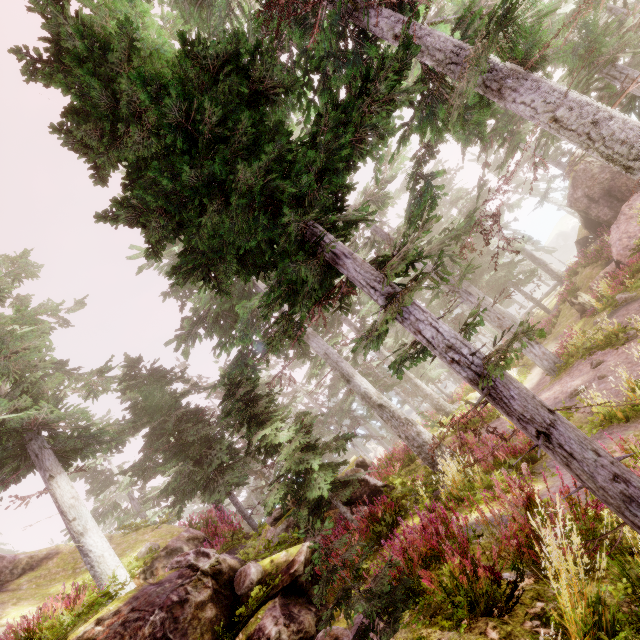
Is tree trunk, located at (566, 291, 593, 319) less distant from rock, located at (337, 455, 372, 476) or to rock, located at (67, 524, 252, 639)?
rock, located at (337, 455, 372, 476)

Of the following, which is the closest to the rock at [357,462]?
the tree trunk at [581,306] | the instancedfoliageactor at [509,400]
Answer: the instancedfoliageactor at [509,400]

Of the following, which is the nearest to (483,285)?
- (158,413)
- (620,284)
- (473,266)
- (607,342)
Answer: (620,284)

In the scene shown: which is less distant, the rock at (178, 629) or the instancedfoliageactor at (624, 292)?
the rock at (178, 629)

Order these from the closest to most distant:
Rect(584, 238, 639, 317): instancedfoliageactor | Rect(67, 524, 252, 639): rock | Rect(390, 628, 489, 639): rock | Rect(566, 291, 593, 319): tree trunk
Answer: Rect(390, 628, 489, 639): rock → Rect(67, 524, 252, 639): rock → Rect(584, 238, 639, 317): instancedfoliageactor → Rect(566, 291, 593, 319): tree trunk

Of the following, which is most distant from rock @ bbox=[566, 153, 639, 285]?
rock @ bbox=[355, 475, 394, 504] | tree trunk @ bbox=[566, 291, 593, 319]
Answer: rock @ bbox=[355, 475, 394, 504]

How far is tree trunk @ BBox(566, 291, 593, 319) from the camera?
20.7 meters

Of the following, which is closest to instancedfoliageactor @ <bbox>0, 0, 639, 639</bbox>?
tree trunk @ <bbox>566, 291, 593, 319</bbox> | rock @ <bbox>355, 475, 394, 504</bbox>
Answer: rock @ <bbox>355, 475, 394, 504</bbox>
